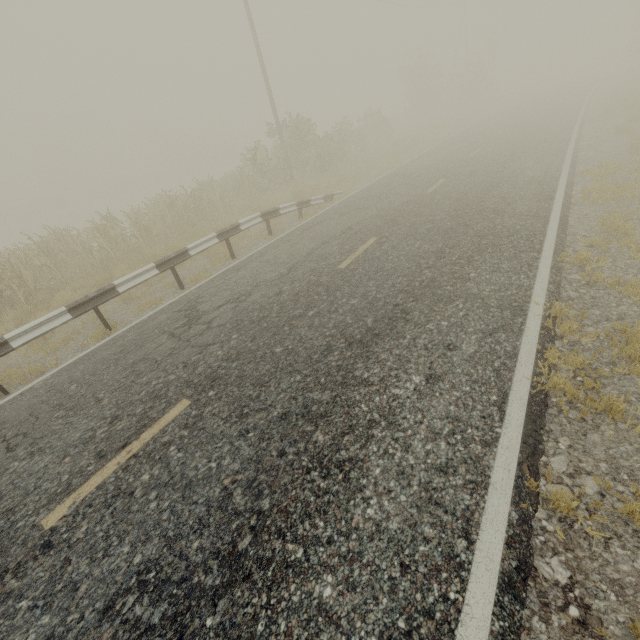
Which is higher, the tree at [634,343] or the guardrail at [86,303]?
the guardrail at [86,303]

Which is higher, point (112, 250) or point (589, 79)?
point (112, 250)

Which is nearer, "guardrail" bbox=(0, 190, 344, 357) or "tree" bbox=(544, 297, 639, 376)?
"tree" bbox=(544, 297, 639, 376)

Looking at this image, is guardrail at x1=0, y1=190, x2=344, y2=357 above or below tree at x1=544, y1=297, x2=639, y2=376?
above

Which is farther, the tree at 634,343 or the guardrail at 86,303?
the guardrail at 86,303
